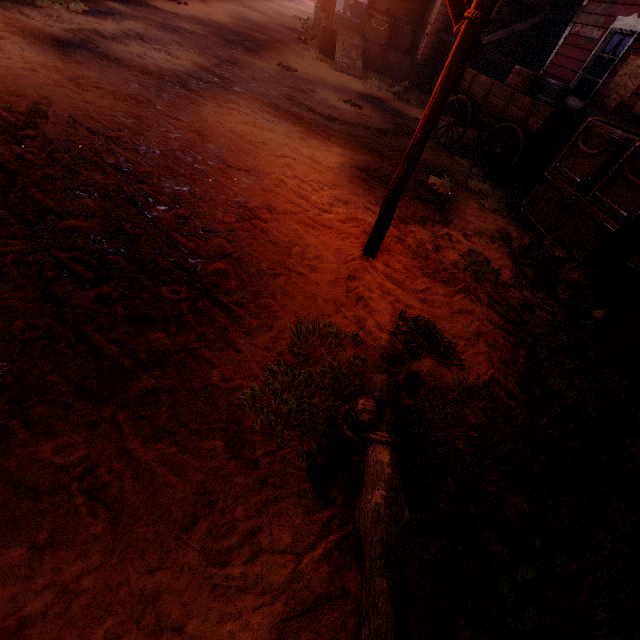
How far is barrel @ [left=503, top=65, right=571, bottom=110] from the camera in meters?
7.0

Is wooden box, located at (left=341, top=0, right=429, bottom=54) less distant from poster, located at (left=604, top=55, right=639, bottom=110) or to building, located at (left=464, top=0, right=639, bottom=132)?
building, located at (left=464, top=0, right=639, bottom=132)

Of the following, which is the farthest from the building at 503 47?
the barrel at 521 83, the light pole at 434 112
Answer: the light pole at 434 112

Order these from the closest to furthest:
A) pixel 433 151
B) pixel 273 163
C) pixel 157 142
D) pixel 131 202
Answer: pixel 131 202, pixel 157 142, pixel 273 163, pixel 433 151

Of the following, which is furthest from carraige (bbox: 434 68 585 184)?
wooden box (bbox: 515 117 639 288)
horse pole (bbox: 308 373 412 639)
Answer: horse pole (bbox: 308 373 412 639)

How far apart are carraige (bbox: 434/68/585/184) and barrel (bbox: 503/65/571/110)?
0.02m

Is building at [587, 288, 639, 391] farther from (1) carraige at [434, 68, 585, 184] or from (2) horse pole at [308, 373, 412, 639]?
(2) horse pole at [308, 373, 412, 639]

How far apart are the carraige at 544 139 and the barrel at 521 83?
0.02m
